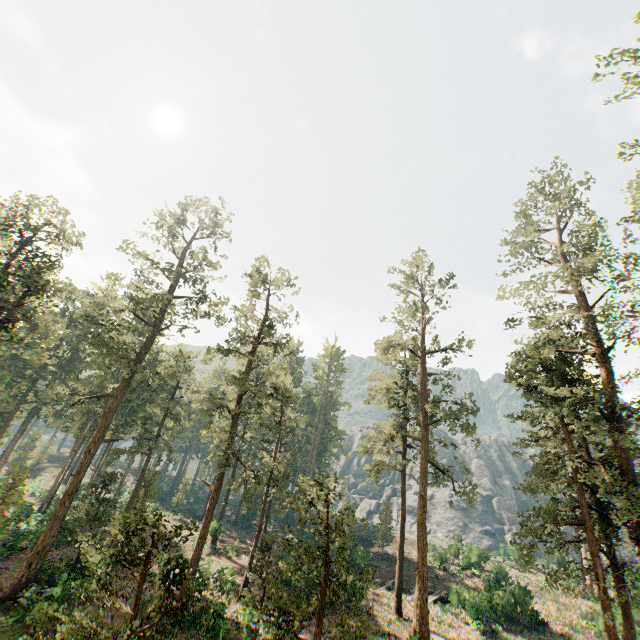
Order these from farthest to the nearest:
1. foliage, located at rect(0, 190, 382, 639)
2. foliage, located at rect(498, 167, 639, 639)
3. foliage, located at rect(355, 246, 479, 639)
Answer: foliage, located at rect(355, 246, 479, 639), foliage, located at rect(498, 167, 639, 639), foliage, located at rect(0, 190, 382, 639)

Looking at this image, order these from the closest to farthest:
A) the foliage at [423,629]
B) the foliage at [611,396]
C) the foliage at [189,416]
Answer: the foliage at [189,416] < the foliage at [611,396] < the foliage at [423,629]

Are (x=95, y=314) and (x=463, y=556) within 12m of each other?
no

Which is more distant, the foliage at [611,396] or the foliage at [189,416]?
the foliage at [611,396]

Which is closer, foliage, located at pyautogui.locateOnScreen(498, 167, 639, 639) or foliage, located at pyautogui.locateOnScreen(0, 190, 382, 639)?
foliage, located at pyautogui.locateOnScreen(0, 190, 382, 639)

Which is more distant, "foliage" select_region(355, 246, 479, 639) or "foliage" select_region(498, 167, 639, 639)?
"foliage" select_region(355, 246, 479, 639)
